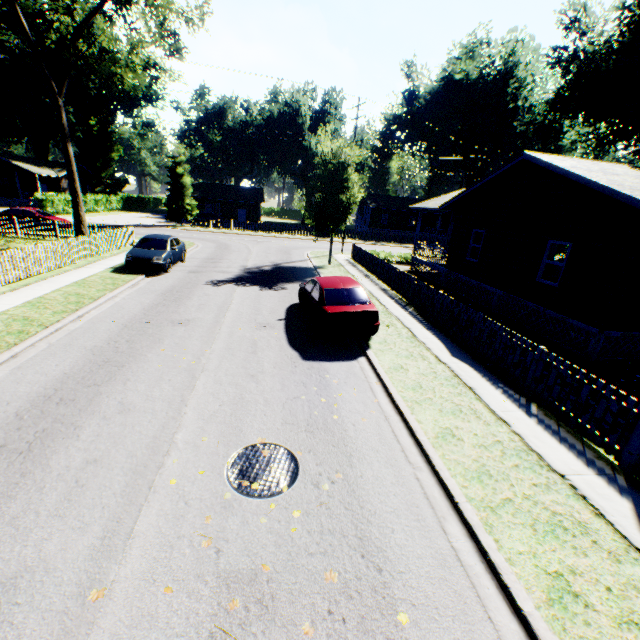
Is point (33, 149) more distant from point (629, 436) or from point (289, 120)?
point (629, 436)

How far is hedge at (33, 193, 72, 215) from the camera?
35.9 meters

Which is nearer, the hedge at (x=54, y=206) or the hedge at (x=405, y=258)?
the hedge at (x=405, y=258)

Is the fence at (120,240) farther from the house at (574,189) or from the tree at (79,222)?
the house at (574,189)

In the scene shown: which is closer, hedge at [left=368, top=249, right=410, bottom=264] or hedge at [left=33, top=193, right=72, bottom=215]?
hedge at [left=368, top=249, right=410, bottom=264]

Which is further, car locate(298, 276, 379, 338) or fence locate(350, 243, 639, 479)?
car locate(298, 276, 379, 338)

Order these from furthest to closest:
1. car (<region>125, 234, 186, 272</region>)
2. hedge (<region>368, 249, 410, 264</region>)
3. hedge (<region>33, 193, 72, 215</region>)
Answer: hedge (<region>33, 193, 72, 215</region>), hedge (<region>368, 249, 410, 264</region>), car (<region>125, 234, 186, 272</region>)

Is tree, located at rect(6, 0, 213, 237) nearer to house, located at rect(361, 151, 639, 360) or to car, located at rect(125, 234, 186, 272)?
car, located at rect(125, 234, 186, 272)
